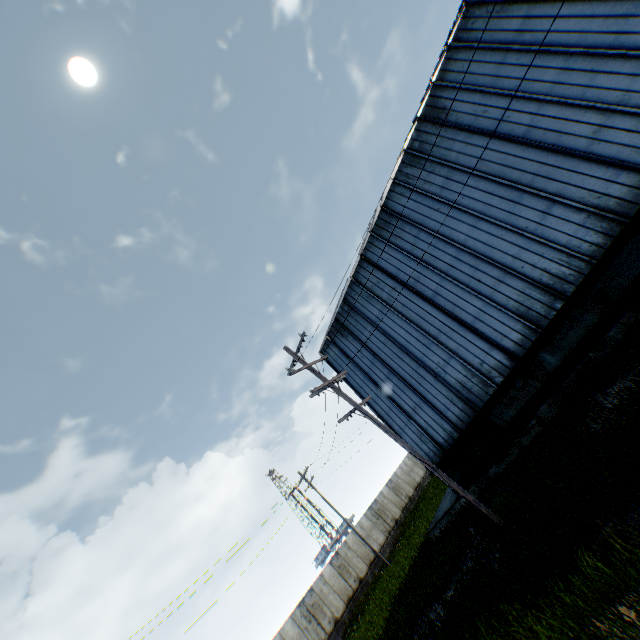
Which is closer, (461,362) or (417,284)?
(461,362)
